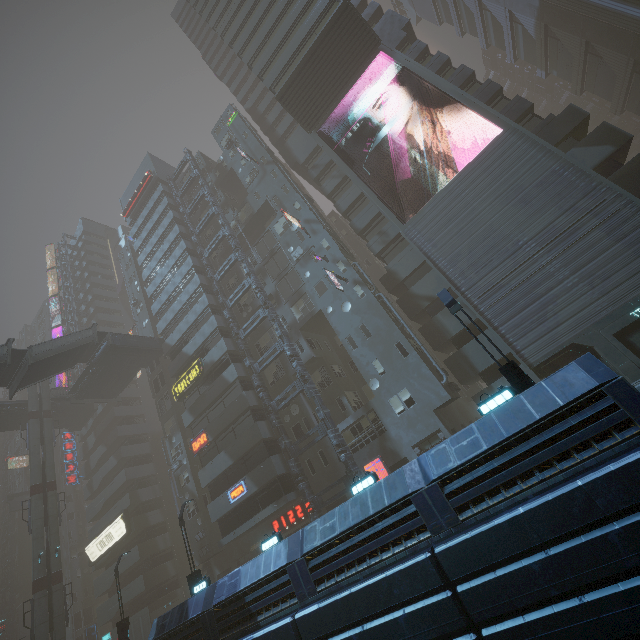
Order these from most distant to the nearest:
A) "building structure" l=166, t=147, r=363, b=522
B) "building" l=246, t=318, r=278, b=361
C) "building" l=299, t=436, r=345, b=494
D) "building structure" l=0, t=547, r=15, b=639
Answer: "building structure" l=0, t=547, r=15, b=639, "building" l=246, t=318, r=278, b=361, "building" l=299, t=436, r=345, b=494, "building structure" l=166, t=147, r=363, b=522

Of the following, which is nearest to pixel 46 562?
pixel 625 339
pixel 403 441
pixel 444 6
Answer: pixel 403 441

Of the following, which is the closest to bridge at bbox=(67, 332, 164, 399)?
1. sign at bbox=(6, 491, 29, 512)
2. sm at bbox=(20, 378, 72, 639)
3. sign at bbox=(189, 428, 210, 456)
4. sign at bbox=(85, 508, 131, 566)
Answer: sm at bbox=(20, 378, 72, 639)

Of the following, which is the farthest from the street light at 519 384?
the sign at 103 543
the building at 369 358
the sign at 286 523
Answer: the sign at 103 543

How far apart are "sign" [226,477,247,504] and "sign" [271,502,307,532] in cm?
370

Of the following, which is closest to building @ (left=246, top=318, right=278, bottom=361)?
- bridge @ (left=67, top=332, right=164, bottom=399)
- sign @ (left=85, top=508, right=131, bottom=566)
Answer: sign @ (left=85, top=508, right=131, bottom=566)

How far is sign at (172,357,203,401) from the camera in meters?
31.7

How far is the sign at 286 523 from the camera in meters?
25.7 m
